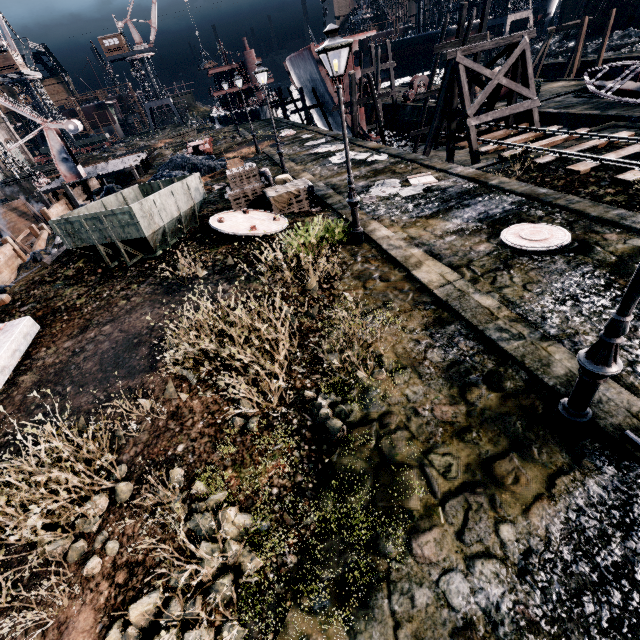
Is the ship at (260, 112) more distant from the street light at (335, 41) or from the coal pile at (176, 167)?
the street light at (335, 41)

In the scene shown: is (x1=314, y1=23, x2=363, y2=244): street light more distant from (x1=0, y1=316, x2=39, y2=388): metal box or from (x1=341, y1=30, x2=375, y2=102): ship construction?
(x1=341, y1=30, x2=375, y2=102): ship construction

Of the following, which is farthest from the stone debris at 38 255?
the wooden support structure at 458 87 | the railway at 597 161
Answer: the railway at 597 161

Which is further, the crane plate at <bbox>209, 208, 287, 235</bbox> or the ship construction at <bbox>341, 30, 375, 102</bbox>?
the ship construction at <bbox>341, 30, 375, 102</bbox>

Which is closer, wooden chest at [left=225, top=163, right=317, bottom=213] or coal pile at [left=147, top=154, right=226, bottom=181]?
wooden chest at [left=225, top=163, right=317, bottom=213]

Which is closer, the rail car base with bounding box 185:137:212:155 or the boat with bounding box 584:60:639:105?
the boat with bounding box 584:60:639:105

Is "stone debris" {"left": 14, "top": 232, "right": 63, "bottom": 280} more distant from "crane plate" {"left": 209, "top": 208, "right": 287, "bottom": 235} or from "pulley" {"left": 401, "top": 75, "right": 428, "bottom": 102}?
"pulley" {"left": 401, "top": 75, "right": 428, "bottom": 102}

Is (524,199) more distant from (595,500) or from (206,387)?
(206,387)
